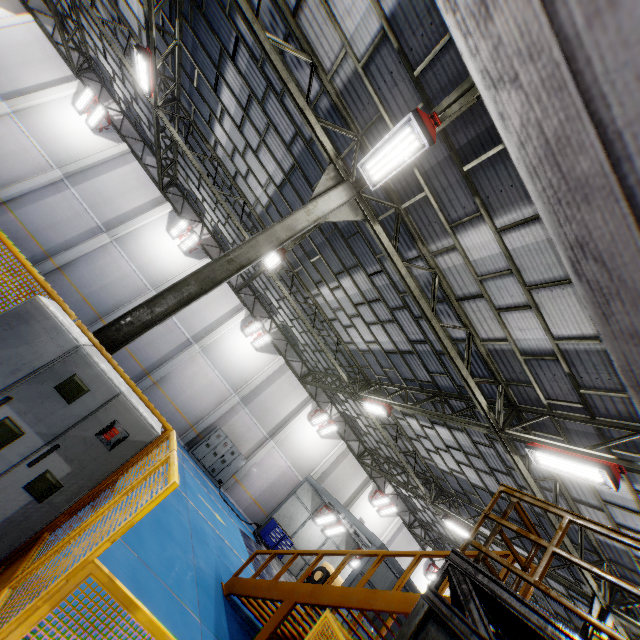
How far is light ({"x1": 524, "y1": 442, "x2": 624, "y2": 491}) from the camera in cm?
A: 643

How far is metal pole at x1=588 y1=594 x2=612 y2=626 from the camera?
10.0 meters

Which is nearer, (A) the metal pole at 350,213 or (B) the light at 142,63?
(A) the metal pole at 350,213

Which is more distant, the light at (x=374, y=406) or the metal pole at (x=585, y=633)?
the light at (x=374, y=406)

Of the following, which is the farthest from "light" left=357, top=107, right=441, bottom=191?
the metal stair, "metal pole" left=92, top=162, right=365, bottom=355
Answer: the metal stair

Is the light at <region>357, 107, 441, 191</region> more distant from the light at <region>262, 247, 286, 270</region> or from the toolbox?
the toolbox

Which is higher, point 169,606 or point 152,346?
point 152,346

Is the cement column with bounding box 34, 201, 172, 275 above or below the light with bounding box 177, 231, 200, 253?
below
